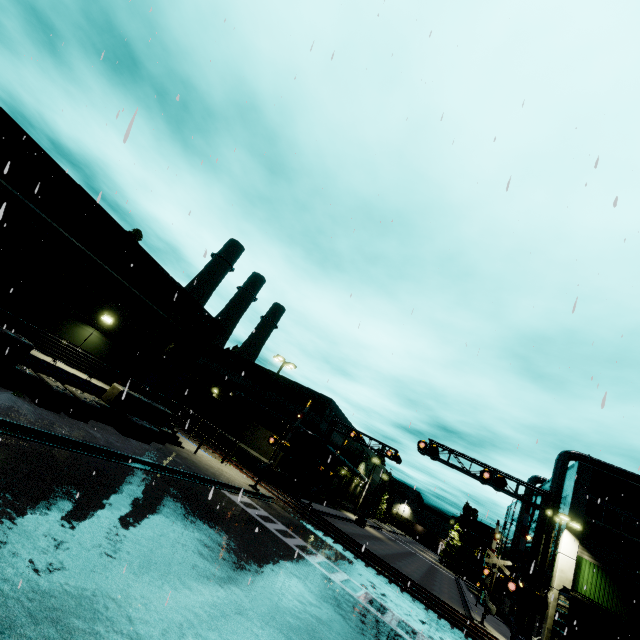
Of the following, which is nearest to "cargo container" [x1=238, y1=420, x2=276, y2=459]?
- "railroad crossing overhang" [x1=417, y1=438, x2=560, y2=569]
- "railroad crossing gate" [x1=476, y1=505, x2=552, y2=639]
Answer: "railroad crossing overhang" [x1=417, y1=438, x2=560, y2=569]

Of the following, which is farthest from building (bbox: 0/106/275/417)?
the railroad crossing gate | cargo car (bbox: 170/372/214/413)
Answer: the railroad crossing gate

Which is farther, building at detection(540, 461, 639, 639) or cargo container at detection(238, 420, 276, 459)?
cargo container at detection(238, 420, 276, 459)

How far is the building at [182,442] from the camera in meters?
20.9 m

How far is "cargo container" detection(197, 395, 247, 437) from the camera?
34.9m

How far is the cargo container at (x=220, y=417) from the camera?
34.9m

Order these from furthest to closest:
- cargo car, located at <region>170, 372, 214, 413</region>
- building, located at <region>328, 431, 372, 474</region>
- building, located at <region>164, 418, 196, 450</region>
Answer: building, located at <region>328, 431, 372, 474</region> → cargo car, located at <region>170, 372, 214, 413</region> → building, located at <region>164, 418, 196, 450</region>

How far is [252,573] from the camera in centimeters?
1039cm
